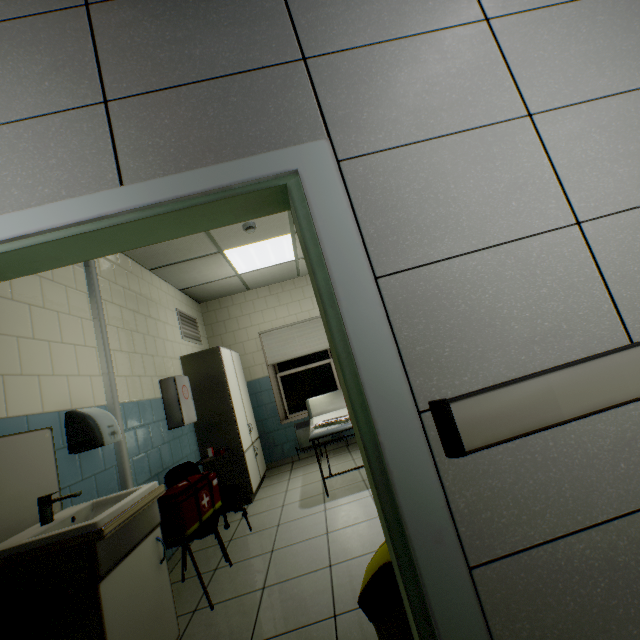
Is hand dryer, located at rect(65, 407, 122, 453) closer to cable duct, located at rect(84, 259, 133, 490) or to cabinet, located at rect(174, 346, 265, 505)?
cable duct, located at rect(84, 259, 133, 490)

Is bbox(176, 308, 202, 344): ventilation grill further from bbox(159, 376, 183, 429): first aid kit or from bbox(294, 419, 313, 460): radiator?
bbox(294, 419, 313, 460): radiator

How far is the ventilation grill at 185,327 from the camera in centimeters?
492cm

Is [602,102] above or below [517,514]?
above

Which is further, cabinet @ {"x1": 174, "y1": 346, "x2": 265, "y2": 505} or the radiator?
the radiator

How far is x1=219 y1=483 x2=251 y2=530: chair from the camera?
3.1m

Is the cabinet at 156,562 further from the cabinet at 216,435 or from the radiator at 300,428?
the radiator at 300,428

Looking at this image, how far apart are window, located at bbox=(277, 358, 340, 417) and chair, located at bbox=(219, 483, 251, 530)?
2.6m
